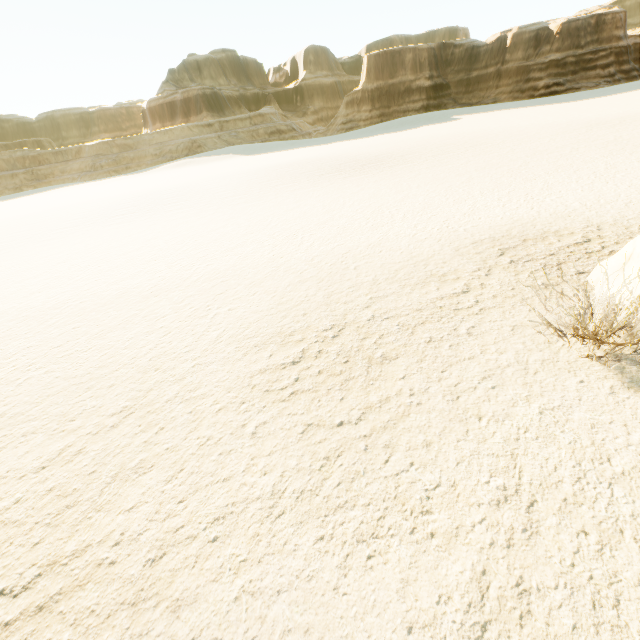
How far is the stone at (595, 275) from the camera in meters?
5.6

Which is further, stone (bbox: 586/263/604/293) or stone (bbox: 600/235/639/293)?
stone (bbox: 586/263/604/293)

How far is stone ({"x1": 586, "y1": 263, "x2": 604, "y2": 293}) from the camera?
5.6m

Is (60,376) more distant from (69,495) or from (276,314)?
(276,314)

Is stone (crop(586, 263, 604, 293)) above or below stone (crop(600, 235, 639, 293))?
below

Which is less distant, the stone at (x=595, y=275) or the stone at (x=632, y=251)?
the stone at (x=632, y=251)
